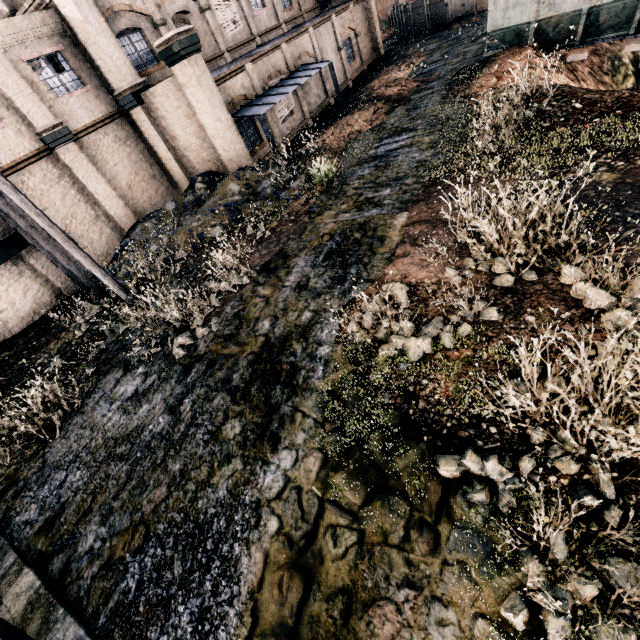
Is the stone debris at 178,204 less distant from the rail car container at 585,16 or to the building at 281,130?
the building at 281,130

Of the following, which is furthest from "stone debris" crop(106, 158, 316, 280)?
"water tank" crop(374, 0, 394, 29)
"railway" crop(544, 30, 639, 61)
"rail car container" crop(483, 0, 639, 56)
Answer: "water tank" crop(374, 0, 394, 29)

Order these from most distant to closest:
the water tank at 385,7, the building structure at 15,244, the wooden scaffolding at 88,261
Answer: the water tank at 385,7
the building structure at 15,244
the wooden scaffolding at 88,261

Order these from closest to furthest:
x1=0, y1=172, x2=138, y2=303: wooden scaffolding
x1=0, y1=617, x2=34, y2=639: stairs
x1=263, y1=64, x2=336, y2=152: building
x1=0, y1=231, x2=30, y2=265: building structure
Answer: x1=0, y1=617, x2=34, y2=639: stairs, x1=0, y1=172, x2=138, y2=303: wooden scaffolding, x1=0, y1=231, x2=30, y2=265: building structure, x1=263, y1=64, x2=336, y2=152: building

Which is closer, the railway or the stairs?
the stairs

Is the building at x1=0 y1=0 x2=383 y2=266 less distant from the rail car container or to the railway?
the rail car container

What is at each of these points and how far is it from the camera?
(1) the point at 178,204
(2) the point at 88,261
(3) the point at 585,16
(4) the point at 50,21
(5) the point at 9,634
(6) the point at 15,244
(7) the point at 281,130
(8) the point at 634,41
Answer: (1) stone debris, 18.22m
(2) wooden scaffolding, 11.48m
(3) rail car container, 14.66m
(4) building, 15.36m
(5) stairs, 3.99m
(6) building structure, 14.42m
(7) building, 21.44m
(8) railway, 14.36m

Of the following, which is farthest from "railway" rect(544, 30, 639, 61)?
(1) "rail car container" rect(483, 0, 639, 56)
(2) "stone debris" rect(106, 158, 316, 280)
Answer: (2) "stone debris" rect(106, 158, 316, 280)
